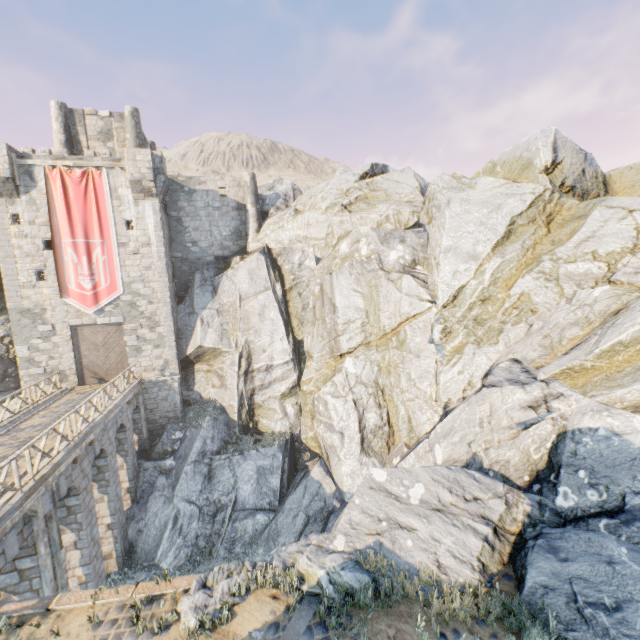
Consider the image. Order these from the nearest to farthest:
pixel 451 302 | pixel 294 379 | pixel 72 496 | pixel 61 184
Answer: pixel 72 496 → pixel 451 302 → pixel 61 184 → pixel 294 379

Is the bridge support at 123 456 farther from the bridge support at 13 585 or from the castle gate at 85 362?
the castle gate at 85 362

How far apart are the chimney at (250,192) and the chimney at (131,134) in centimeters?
734cm

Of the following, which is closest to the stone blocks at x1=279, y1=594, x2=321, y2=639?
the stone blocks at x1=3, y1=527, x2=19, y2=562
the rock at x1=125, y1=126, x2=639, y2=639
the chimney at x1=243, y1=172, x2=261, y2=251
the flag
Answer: the rock at x1=125, y1=126, x2=639, y2=639

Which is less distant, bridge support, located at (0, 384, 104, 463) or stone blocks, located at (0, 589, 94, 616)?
stone blocks, located at (0, 589, 94, 616)

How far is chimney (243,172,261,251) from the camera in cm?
2488

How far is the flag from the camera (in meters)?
19.36

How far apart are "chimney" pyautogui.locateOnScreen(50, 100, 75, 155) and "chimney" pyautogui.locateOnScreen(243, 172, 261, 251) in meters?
11.9 m
